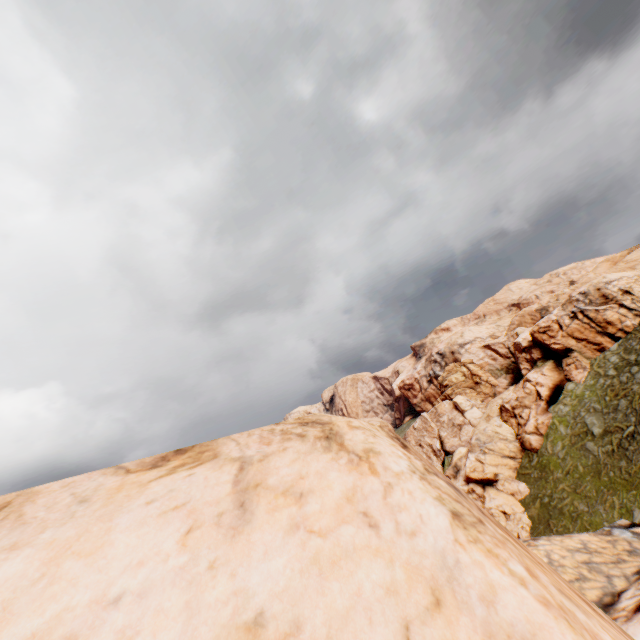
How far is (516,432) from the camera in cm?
3447
